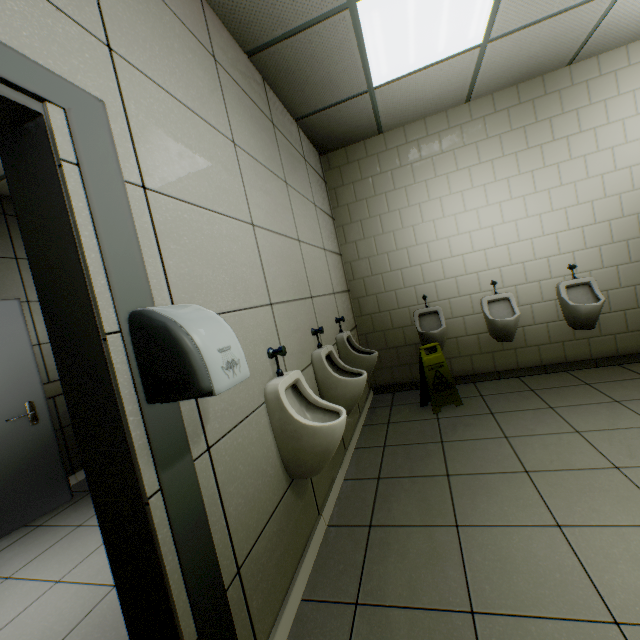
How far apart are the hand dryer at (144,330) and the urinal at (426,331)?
3.1 meters

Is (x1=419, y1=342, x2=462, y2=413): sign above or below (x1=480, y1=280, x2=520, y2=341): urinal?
below

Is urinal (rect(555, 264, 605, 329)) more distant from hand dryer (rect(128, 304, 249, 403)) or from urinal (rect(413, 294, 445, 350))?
hand dryer (rect(128, 304, 249, 403))

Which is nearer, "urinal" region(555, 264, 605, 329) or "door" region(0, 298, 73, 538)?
"door" region(0, 298, 73, 538)

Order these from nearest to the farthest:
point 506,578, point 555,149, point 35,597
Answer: point 506,578
point 35,597
point 555,149

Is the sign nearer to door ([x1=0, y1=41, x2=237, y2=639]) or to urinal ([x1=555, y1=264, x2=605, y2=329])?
urinal ([x1=555, y1=264, x2=605, y2=329])

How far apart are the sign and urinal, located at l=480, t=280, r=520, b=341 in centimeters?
76cm

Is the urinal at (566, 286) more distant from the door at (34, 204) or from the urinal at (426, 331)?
the door at (34, 204)
